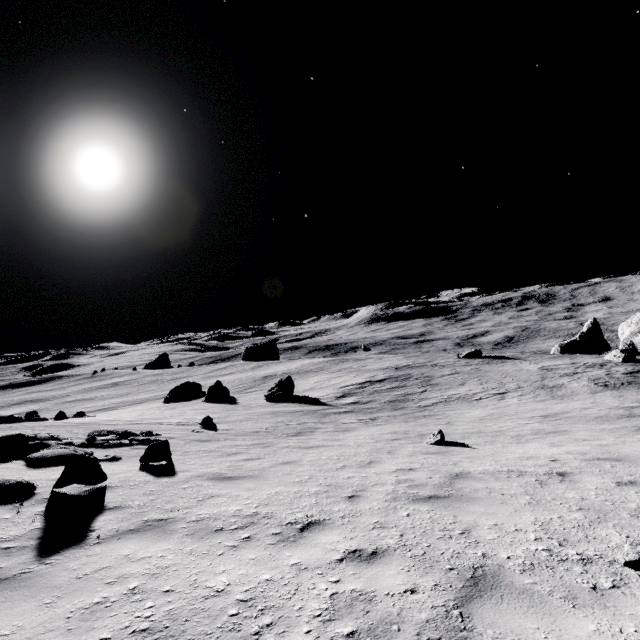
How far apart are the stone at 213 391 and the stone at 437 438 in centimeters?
2594cm

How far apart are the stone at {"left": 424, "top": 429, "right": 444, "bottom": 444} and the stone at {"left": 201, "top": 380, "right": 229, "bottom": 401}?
25.9m

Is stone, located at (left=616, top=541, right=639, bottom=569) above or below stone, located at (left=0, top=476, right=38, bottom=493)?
below

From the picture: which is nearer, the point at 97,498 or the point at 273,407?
the point at 97,498

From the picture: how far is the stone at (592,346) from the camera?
47.2 meters

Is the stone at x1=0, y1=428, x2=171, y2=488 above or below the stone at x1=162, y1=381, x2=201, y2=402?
above

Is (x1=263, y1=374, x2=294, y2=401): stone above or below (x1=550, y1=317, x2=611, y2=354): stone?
above

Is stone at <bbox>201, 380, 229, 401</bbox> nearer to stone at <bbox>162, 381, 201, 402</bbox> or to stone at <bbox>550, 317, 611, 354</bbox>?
stone at <bbox>162, 381, 201, 402</bbox>
